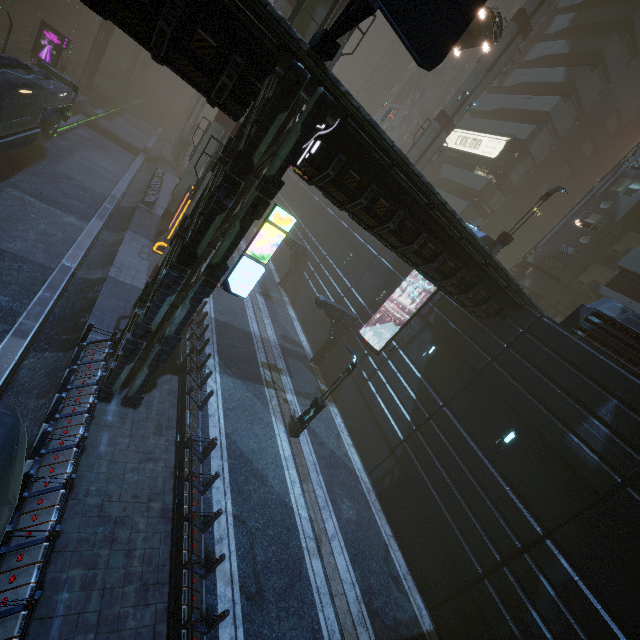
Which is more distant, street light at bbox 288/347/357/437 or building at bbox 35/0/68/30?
building at bbox 35/0/68/30

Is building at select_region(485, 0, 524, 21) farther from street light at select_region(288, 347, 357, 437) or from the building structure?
street light at select_region(288, 347, 357, 437)

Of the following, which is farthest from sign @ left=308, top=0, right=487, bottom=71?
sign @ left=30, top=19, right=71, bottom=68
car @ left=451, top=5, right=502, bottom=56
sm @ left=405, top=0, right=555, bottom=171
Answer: sign @ left=30, top=19, right=71, bottom=68

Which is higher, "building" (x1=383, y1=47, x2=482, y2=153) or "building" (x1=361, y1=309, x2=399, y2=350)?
"building" (x1=383, y1=47, x2=482, y2=153)

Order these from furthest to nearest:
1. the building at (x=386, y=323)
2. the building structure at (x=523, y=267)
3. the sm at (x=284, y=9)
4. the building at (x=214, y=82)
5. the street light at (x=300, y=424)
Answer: the building structure at (x=523, y=267), the building at (x=386, y=323), the street light at (x=300, y=424), the sm at (x=284, y=9), the building at (x=214, y=82)

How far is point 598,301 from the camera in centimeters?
1360cm

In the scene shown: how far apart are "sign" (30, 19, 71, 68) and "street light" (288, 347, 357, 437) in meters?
42.0

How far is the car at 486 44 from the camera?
17.6 meters
